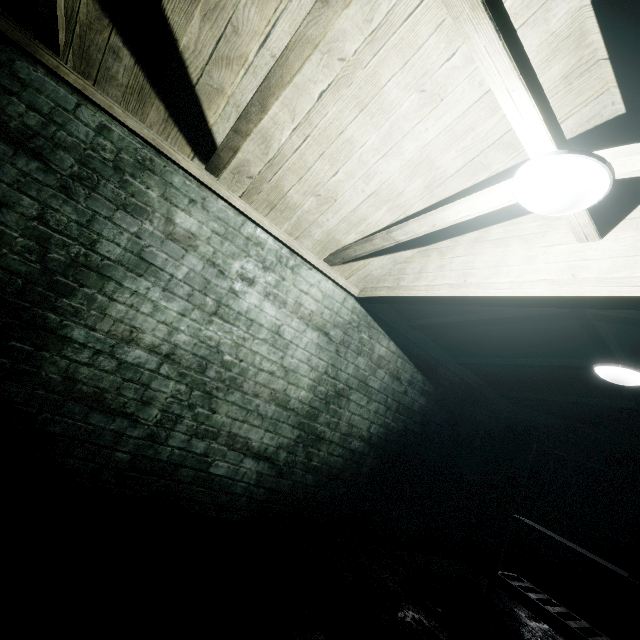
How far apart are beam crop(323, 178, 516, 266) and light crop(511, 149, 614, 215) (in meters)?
0.10

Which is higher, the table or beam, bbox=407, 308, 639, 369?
beam, bbox=407, 308, 639, 369

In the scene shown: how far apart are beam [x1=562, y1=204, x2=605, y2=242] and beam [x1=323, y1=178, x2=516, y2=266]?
0.2m

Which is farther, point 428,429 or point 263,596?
point 428,429

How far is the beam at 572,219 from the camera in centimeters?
142cm

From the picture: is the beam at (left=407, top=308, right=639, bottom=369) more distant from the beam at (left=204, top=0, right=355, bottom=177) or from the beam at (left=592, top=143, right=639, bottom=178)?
the beam at (left=204, top=0, right=355, bottom=177)

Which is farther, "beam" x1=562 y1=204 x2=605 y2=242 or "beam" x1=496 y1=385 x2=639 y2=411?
"beam" x1=496 y1=385 x2=639 y2=411

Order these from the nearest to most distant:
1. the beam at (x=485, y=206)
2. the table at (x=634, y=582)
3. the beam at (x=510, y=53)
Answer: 1. the beam at (x=510, y=53)
2. the beam at (x=485, y=206)
3. the table at (x=634, y=582)
